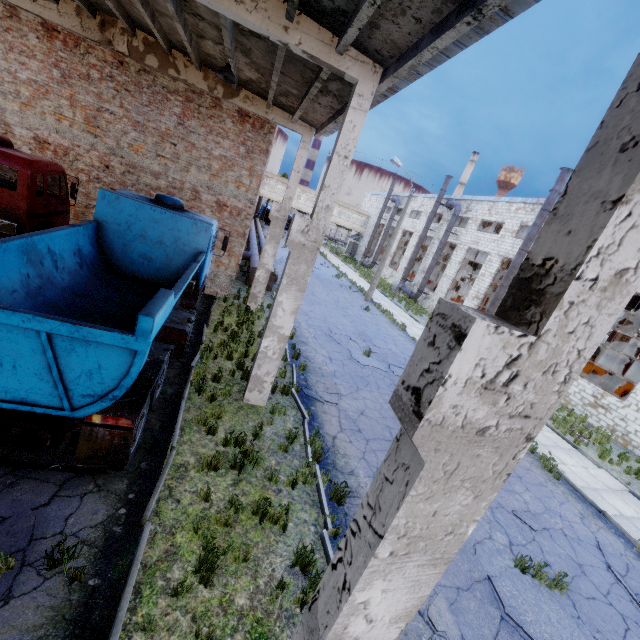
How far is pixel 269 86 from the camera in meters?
10.3 m

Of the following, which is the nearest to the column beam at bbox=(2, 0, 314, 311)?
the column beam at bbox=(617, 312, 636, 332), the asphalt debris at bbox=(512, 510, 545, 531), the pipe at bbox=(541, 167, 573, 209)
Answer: the asphalt debris at bbox=(512, 510, 545, 531)

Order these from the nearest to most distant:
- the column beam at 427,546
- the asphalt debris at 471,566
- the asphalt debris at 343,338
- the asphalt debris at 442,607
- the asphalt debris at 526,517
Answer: the column beam at 427,546, the asphalt debris at 442,607, the asphalt debris at 471,566, the asphalt debris at 526,517, the asphalt debris at 343,338

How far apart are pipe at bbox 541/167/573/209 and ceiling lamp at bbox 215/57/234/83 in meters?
21.0

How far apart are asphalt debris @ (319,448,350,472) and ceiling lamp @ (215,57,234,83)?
10.0m

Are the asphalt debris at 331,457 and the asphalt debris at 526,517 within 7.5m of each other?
yes

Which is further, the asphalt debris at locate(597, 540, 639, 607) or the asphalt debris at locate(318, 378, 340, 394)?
the asphalt debris at locate(318, 378, 340, 394)

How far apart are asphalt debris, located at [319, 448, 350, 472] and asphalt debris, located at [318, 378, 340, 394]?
1.9m
